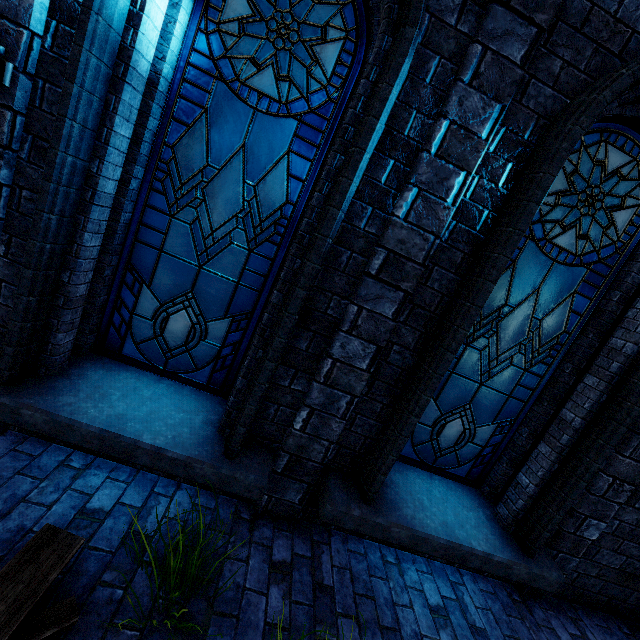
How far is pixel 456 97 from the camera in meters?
2.2 m

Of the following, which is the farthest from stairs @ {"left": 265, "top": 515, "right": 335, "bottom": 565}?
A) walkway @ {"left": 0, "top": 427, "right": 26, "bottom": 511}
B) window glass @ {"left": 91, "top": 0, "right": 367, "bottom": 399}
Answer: window glass @ {"left": 91, "top": 0, "right": 367, "bottom": 399}

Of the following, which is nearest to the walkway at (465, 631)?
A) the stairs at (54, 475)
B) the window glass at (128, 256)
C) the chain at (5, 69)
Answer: the stairs at (54, 475)

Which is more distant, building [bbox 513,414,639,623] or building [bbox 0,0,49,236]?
building [bbox 513,414,639,623]

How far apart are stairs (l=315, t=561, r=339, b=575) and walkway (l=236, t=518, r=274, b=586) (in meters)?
0.00

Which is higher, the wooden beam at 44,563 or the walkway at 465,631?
the wooden beam at 44,563

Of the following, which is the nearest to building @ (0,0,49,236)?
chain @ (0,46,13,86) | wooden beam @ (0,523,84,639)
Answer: chain @ (0,46,13,86)
